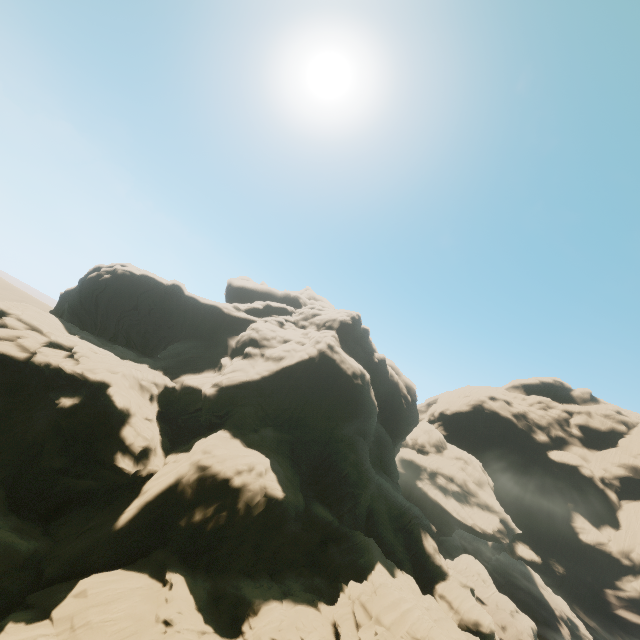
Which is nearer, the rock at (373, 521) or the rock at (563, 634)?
the rock at (373, 521)

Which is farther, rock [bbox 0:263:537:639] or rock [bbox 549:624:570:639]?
rock [bbox 549:624:570:639]

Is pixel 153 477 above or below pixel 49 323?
below
